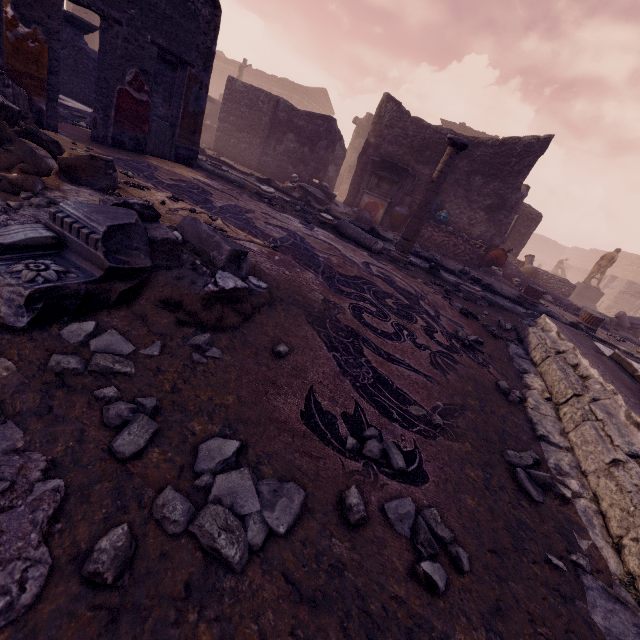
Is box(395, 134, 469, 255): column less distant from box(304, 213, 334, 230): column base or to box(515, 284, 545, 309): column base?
box(304, 213, 334, 230): column base

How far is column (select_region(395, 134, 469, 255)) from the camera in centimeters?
591cm

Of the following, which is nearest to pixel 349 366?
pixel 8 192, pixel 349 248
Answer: pixel 8 192

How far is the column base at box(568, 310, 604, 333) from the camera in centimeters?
858cm

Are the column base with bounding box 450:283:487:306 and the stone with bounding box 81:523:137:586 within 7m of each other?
yes

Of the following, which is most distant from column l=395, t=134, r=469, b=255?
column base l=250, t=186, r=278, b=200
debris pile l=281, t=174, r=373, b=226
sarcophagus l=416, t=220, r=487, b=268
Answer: sarcophagus l=416, t=220, r=487, b=268

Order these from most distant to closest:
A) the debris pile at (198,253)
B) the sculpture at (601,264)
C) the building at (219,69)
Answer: the building at (219,69) < the sculpture at (601,264) < the debris pile at (198,253)

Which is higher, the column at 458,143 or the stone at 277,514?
the column at 458,143
